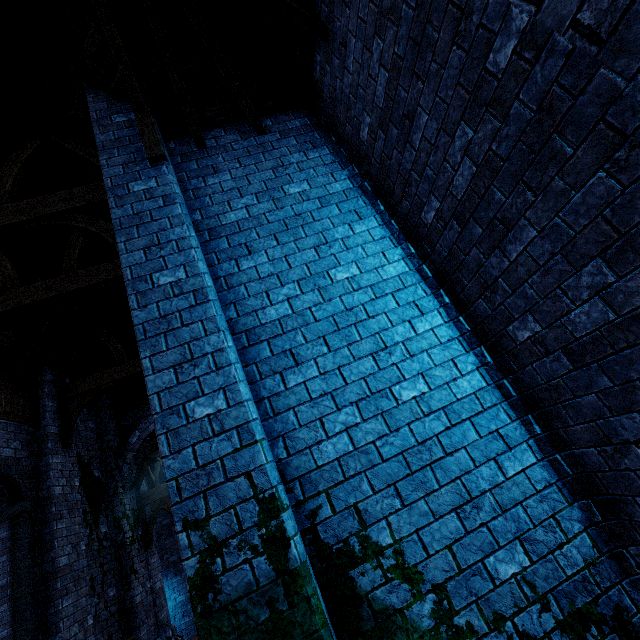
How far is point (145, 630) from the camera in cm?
877
